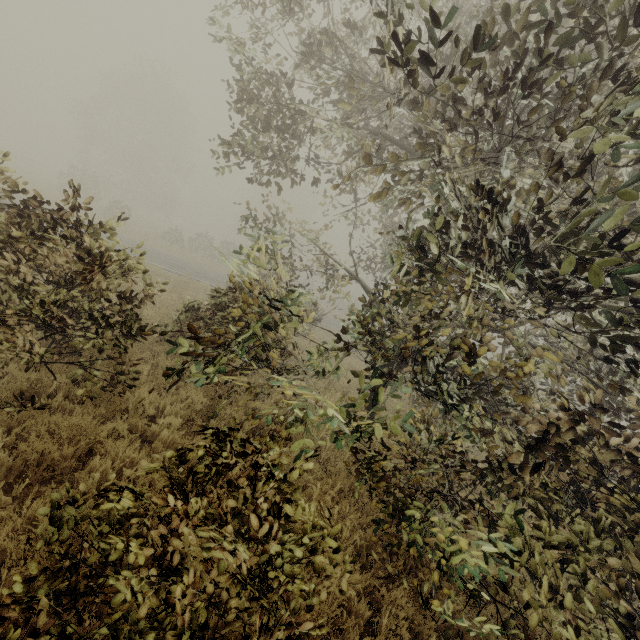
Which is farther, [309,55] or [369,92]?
[369,92]
